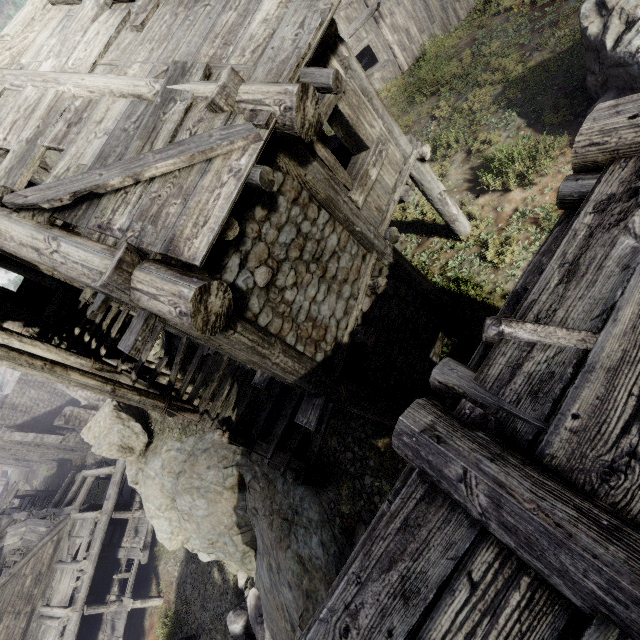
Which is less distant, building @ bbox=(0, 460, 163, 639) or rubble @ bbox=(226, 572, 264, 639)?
rubble @ bbox=(226, 572, 264, 639)

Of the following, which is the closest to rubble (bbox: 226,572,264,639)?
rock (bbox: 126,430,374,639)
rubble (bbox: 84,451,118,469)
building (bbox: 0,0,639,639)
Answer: rock (bbox: 126,430,374,639)

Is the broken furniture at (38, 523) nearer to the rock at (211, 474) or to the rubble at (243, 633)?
the rock at (211, 474)

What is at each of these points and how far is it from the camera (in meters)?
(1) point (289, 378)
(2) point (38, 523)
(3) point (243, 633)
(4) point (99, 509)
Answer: (1) building, 4.75
(2) broken furniture, 19.88
(3) rubble, 13.00
(4) building, 19.75

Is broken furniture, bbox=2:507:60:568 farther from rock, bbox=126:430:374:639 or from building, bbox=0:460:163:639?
rock, bbox=126:430:374:639

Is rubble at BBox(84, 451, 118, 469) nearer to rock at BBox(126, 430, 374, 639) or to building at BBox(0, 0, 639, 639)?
building at BBox(0, 0, 639, 639)

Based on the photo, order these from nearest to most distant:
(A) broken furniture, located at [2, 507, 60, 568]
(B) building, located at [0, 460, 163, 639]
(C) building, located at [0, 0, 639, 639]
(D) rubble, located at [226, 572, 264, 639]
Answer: (C) building, located at [0, 0, 639, 639] → (D) rubble, located at [226, 572, 264, 639] → (B) building, located at [0, 460, 163, 639] → (A) broken furniture, located at [2, 507, 60, 568]

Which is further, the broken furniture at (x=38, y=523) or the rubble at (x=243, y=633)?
the broken furniture at (x=38, y=523)
